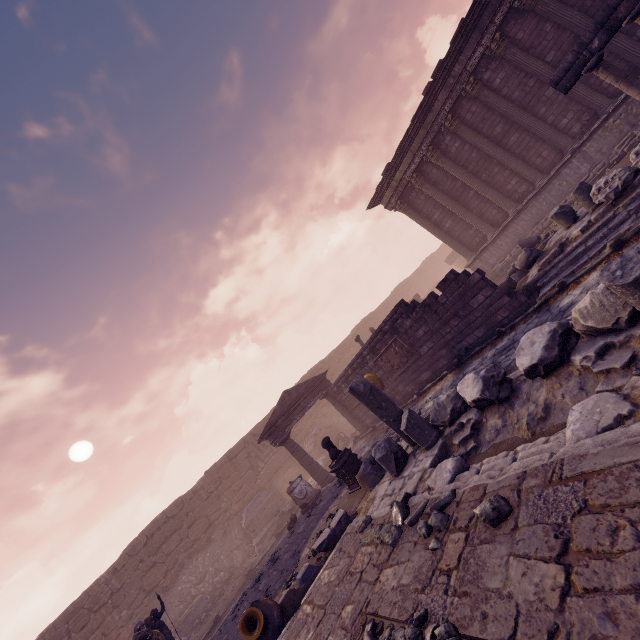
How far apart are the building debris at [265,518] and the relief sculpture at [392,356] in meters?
10.2

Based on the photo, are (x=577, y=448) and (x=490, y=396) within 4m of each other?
yes

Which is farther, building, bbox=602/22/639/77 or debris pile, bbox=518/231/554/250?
building, bbox=602/22/639/77

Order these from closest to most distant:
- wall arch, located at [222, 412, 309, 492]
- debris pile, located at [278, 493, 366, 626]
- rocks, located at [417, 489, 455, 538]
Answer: rocks, located at [417, 489, 455, 538]
debris pile, located at [278, 493, 366, 626]
wall arch, located at [222, 412, 309, 492]

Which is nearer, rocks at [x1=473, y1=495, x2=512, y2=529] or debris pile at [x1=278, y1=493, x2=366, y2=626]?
rocks at [x1=473, y1=495, x2=512, y2=529]

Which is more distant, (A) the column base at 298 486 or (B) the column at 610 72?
(A) the column base at 298 486

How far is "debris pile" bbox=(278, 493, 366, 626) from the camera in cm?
566

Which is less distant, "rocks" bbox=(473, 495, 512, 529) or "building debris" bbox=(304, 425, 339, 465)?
"rocks" bbox=(473, 495, 512, 529)
